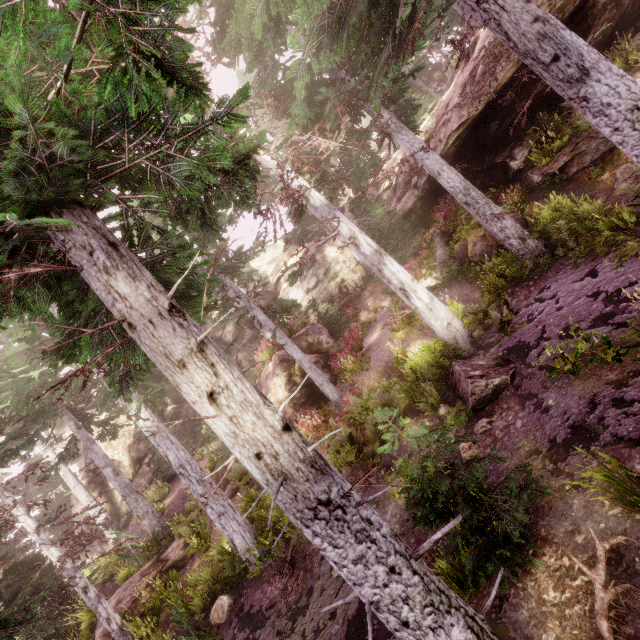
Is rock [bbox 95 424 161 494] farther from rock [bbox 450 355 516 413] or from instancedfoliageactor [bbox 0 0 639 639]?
rock [bbox 450 355 516 413]

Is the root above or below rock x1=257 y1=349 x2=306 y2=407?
below

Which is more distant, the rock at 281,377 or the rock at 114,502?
the rock at 114,502

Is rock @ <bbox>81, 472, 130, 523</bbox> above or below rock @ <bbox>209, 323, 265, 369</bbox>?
below

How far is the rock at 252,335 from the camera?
26.14m

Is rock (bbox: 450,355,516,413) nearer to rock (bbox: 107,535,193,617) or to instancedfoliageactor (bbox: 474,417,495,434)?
instancedfoliageactor (bbox: 474,417,495,434)

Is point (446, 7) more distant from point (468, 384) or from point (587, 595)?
point (587, 595)

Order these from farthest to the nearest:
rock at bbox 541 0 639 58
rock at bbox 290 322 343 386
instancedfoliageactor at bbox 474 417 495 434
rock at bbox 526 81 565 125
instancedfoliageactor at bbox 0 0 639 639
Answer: rock at bbox 290 322 343 386 → rock at bbox 526 81 565 125 → rock at bbox 541 0 639 58 → instancedfoliageactor at bbox 474 417 495 434 → instancedfoliageactor at bbox 0 0 639 639
